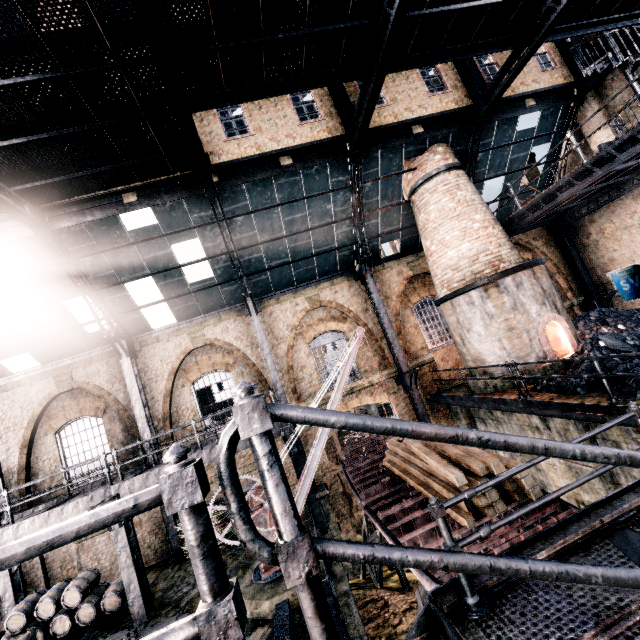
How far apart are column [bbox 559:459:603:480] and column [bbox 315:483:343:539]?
8.5m

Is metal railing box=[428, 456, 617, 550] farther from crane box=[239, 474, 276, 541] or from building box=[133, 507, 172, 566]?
crane box=[239, 474, 276, 541]

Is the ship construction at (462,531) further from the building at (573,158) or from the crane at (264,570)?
the crane at (264,570)

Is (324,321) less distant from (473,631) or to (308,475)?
(308,475)

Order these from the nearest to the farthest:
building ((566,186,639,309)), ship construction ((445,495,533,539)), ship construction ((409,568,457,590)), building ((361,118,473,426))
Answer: ship construction ((409,568,457,590)), ship construction ((445,495,533,539)), building ((361,118,473,426)), building ((566,186,639,309))

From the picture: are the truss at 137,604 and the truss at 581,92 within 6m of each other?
no

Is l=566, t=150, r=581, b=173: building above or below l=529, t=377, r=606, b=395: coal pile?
above

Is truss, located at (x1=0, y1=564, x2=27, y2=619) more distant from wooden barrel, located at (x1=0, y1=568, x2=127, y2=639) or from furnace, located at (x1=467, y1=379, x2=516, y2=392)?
furnace, located at (x1=467, y1=379, x2=516, y2=392)
